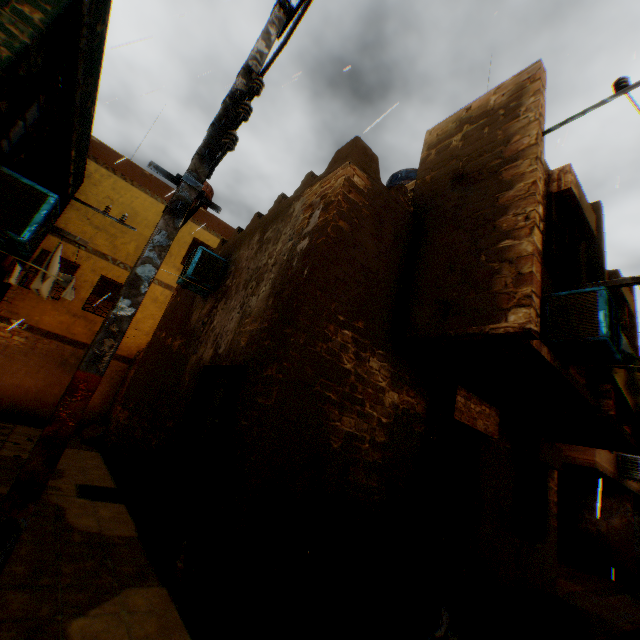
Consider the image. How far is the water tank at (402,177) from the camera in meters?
9.5 m

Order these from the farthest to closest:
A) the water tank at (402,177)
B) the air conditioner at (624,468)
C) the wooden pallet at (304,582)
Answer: the air conditioner at (624,468) < the water tank at (402,177) < the wooden pallet at (304,582)

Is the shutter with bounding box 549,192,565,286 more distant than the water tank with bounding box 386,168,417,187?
No

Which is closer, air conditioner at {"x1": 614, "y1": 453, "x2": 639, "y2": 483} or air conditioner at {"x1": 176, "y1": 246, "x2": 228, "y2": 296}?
air conditioner at {"x1": 176, "y1": 246, "x2": 228, "y2": 296}

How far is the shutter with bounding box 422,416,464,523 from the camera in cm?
512

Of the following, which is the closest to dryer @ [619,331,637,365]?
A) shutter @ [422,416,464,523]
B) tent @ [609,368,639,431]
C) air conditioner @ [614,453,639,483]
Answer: tent @ [609,368,639,431]

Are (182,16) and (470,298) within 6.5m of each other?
no

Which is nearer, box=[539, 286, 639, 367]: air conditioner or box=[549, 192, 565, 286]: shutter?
box=[539, 286, 639, 367]: air conditioner
